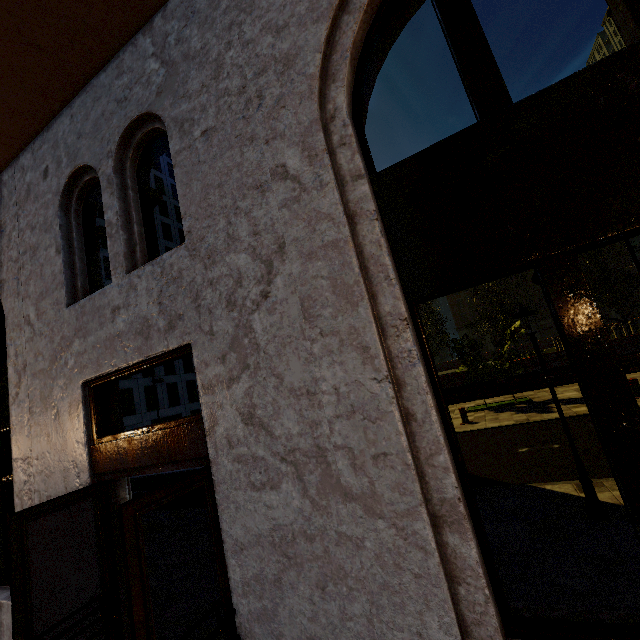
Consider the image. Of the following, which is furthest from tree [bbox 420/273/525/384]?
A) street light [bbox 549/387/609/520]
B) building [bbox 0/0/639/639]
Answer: building [bbox 0/0/639/639]

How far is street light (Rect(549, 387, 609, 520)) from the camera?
4.3 meters

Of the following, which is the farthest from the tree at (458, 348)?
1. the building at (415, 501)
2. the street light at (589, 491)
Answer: the building at (415, 501)

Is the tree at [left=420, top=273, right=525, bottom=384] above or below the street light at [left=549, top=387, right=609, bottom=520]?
above

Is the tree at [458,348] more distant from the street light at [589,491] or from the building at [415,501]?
the building at [415,501]

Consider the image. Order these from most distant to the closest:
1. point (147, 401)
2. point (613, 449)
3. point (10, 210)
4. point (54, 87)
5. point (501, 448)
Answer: point (147, 401) → point (501, 448) → point (10, 210) → point (54, 87) → point (613, 449)

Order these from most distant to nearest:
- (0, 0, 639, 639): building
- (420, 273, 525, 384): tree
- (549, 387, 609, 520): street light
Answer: (420, 273, 525, 384): tree, (549, 387, 609, 520): street light, (0, 0, 639, 639): building
